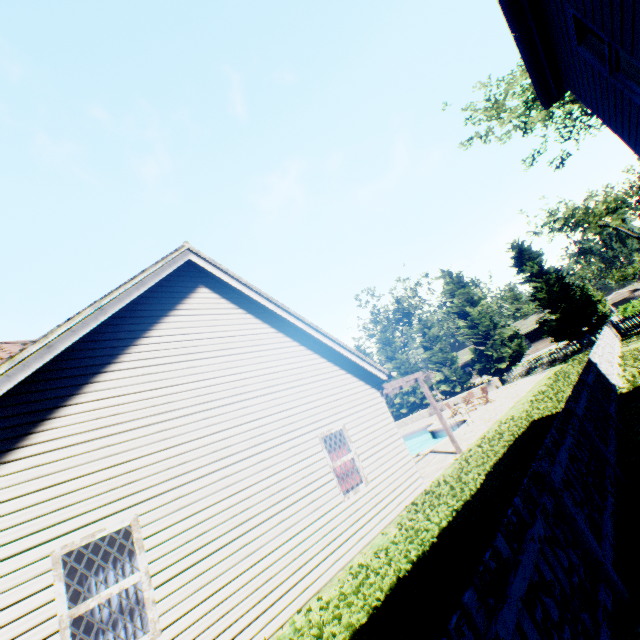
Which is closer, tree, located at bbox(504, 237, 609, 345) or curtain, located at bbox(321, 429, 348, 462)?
curtain, located at bbox(321, 429, 348, 462)

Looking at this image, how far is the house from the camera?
47.4m

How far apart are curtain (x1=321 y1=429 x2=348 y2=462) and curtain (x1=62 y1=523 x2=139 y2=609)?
4.1m

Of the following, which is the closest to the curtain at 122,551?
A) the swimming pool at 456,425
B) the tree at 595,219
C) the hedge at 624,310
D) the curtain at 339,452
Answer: the curtain at 339,452

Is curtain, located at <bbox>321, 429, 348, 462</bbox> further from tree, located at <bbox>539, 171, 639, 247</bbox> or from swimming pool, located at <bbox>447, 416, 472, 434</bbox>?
tree, located at <bbox>539, 171, 639, 247</bbox>

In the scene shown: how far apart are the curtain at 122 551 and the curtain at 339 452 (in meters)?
4.10

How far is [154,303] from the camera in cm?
696

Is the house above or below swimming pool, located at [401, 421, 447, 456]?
above
